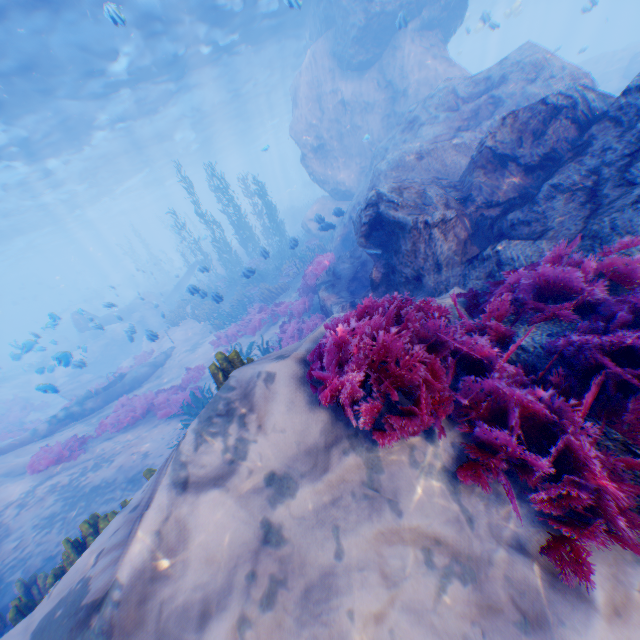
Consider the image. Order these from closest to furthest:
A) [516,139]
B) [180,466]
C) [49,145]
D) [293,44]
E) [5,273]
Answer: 1. [180,466]
2. [516,139]
3. [49,145]
4. [293,44]
5. [5,273]

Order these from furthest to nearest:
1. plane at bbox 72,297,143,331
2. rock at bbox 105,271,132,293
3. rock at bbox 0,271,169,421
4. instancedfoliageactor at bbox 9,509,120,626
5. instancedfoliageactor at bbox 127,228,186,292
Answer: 1. rock at bbox 105,271,132,293
2. instancedfoliageactor at bbox 127,228,186,292
3. plane at bbox 72,297,143,331
4. rock at bbox 0,271,169,421
5. instancedfoliageactor at bbox 9,509,120,626

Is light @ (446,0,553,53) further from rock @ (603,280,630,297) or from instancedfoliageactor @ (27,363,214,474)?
instancedfoliageactor @ (27,363,214,474)

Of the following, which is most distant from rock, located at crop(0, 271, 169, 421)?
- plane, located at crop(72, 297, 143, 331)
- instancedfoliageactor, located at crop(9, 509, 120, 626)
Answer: instancedfoliageactor, located at crop(9, 509, 120, 626)

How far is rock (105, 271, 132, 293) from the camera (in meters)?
52.83

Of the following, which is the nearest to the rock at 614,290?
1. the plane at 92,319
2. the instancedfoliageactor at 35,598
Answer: the plane at 92,319

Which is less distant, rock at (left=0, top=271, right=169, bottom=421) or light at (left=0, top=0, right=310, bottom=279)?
light at (left=0, top=0, right=310, bottom=279)

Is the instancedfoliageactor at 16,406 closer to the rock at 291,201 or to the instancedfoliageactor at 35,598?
the rock at 291,201
